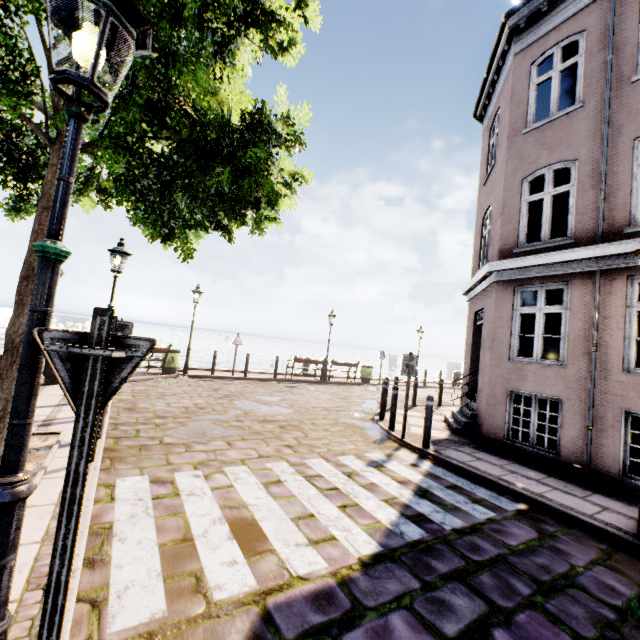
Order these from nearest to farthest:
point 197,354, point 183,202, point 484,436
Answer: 1. point 183,202
2. point 484,436
3. point 197,354

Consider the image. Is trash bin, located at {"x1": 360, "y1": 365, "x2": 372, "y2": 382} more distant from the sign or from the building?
the sign

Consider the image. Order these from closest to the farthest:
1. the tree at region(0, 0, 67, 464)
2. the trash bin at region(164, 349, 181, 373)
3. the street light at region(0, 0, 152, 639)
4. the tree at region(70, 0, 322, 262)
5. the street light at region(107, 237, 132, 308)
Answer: the street light at region(0, 0, 152, 639), the tree at region(70, 0, 322, 262), the tree at region(0, 0, 67, 464), the street light at region(107, 237, 132, 308), the trash bin at region(164, 349, 181, 373)

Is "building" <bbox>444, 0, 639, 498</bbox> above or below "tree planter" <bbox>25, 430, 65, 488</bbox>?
above

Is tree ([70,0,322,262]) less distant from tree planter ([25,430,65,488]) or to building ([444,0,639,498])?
tree planter ([25,430,65,488])

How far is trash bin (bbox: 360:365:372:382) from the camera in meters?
18.5 m

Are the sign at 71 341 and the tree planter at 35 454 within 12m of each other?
yes

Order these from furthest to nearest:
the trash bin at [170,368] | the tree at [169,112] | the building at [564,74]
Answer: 1. the trash bin at [170,368]
2. the building at [564,74]
3. the tree at [169,112]
